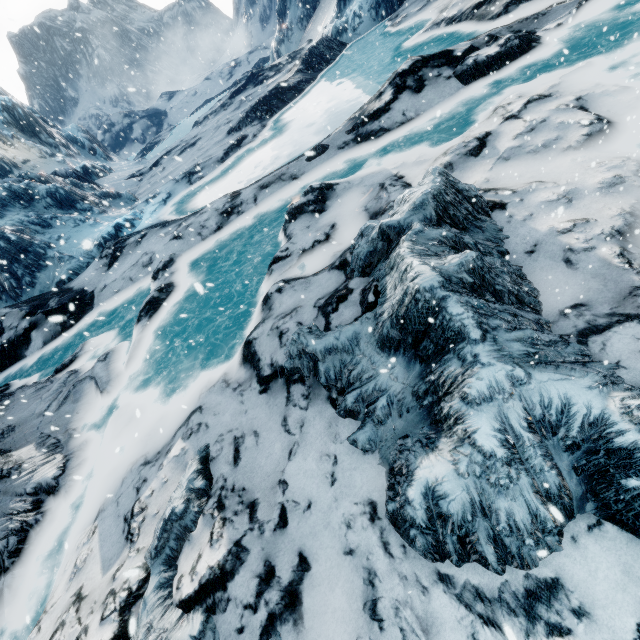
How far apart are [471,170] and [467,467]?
5.45m
